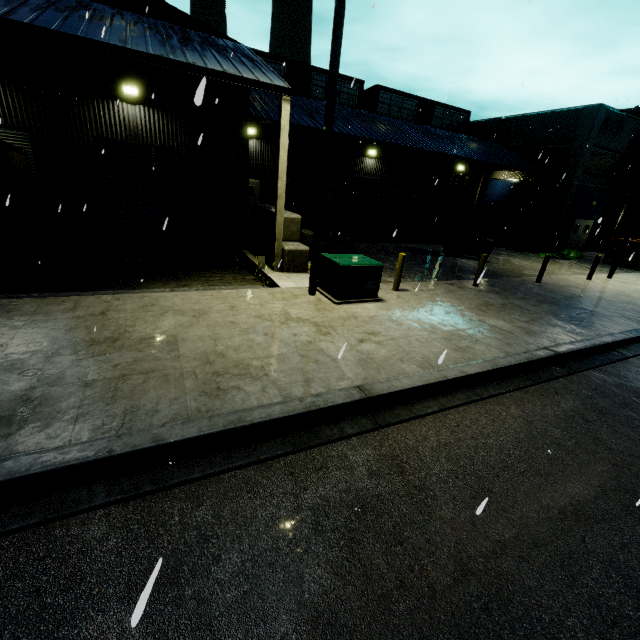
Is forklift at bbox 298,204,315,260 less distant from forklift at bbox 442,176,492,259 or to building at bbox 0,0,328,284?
building at bbox 0,0,328,284

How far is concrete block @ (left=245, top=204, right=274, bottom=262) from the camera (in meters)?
12.66

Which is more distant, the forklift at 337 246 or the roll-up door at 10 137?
the forklift at 337 246

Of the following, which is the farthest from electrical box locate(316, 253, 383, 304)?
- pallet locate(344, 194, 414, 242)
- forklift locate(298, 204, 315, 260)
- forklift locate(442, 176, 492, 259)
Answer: pallet locate(344, 194, 414, 242)

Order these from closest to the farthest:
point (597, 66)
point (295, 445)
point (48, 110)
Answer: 1. point (295, 445)
2. point (48, 110)
3. point (597, 66)

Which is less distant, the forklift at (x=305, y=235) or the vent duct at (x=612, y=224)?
the forklift at (x=305, y=235)

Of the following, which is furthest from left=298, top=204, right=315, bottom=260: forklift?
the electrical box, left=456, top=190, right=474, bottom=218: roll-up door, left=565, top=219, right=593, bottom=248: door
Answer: left=565, top=219, right=593, bottom=248: door

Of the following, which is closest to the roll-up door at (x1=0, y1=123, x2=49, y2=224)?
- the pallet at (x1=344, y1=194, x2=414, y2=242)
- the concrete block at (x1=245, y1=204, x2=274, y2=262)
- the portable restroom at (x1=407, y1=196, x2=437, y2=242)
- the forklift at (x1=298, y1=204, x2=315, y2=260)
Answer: the concrete block at (x1=245, y1=204, x2=274, y2=262)
